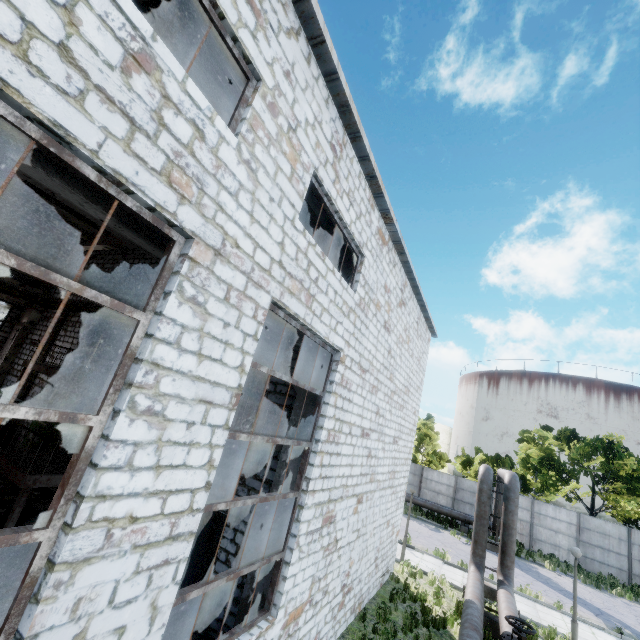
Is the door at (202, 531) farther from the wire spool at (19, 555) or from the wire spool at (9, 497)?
the wire spool at (9, 497)

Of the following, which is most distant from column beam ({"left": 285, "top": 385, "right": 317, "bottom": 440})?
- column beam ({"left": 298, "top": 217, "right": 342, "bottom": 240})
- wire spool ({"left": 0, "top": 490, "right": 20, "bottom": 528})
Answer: wire spool ({"left": 0, "top": 490, "right": 20, "bottom": 528})

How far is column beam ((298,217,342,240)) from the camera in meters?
9.5 m

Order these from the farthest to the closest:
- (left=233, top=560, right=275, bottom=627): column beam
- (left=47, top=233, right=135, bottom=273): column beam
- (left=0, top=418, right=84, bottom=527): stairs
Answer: (left=47, top=233, right=135, bottom=273): column beam < (left=0, top=418, right=84, bottom=527): stairs < (left=233, top=560, right=275, bottom=627): column beam

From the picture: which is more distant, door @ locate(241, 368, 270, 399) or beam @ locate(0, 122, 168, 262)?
door @ locate(241, 368, 270, 399)

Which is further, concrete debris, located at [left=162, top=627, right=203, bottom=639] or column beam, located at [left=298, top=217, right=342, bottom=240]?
column beam, located at [left=298, top=217, right=342, bottom=240]

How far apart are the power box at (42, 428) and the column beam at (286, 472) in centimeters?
949cm

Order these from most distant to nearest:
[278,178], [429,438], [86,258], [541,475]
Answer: [429,438] → [541,475] → [86,258] → [278,178]
